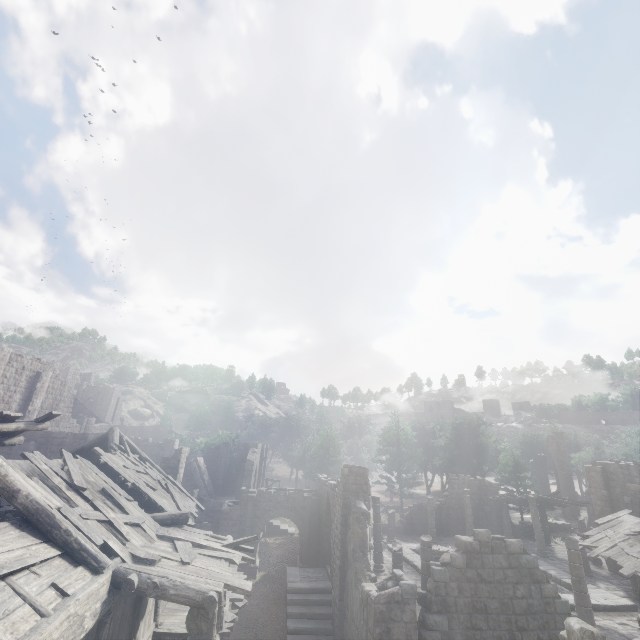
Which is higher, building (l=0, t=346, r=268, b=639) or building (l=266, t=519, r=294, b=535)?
building (l=0, t=346, r=268, b=639)

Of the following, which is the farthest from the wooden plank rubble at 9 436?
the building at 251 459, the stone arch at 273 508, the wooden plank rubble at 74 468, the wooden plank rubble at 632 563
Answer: the wooden plank rubble at 632 563

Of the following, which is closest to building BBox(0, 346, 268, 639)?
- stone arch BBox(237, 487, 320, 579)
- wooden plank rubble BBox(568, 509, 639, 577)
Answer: stone arch BBox(237, 487, 320, 579)

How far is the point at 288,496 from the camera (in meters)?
22.70

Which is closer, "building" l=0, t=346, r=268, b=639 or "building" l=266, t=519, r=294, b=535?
"building" l=0, t=346, r=268, b=639

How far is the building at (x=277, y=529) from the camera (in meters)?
29.83

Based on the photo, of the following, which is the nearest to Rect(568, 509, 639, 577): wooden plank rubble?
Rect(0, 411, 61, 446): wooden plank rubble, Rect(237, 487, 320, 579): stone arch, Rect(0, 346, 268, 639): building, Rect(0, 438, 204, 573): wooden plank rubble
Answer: Rect(0, 346, 268, 639): building

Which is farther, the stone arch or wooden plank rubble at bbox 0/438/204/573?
the stone arch
